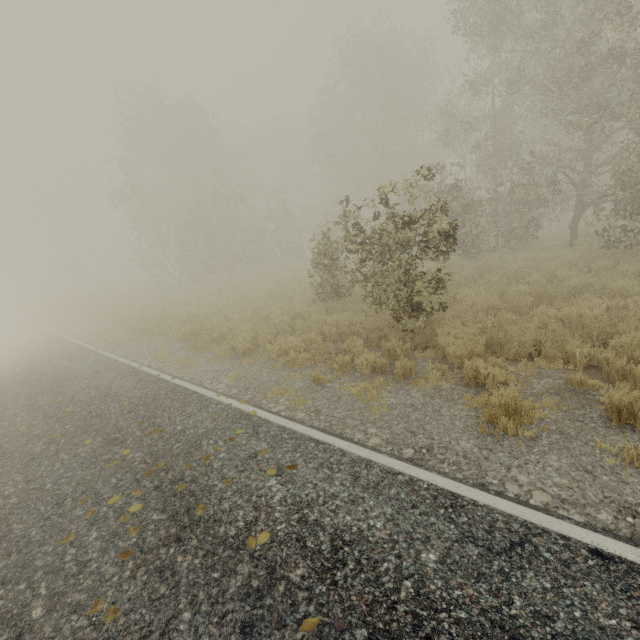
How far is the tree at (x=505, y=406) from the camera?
4.31m

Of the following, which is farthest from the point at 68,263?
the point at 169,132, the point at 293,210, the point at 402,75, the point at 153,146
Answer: the point at 402,75

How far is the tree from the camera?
4.31m
